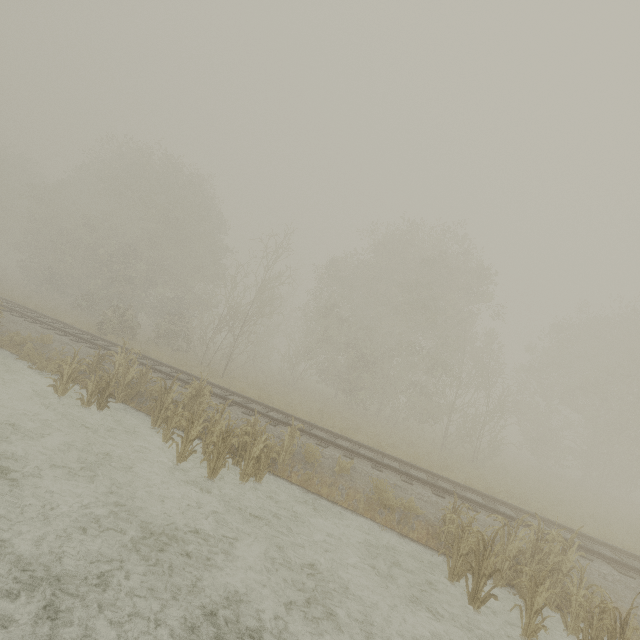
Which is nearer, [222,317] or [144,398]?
[144,398]
